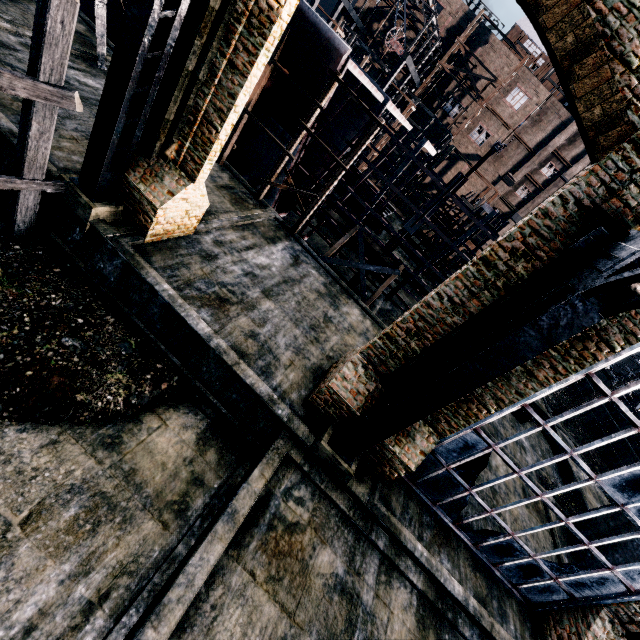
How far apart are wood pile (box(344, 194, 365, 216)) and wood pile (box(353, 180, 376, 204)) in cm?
34

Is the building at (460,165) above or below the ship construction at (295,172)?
above

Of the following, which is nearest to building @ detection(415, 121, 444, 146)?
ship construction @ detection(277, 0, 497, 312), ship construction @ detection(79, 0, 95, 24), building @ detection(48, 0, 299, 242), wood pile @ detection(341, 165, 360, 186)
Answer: wood pile @ detection(341, 165, 360, 186)

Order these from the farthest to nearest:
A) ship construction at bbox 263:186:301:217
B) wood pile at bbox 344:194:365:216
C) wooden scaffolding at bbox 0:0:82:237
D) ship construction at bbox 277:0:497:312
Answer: wood pile at bbox 344:194:365:216 → ship construction at bbox 263:186:301:217 → ship construction at bbox 277:0:497:312 → wooden scaffolding at bbox 0:0:82:237

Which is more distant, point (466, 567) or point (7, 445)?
point (466, 567)

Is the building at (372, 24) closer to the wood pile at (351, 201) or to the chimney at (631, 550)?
the wood pile at (351, 201)

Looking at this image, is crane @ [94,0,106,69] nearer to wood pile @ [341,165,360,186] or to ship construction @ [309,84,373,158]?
ship construction @ [309,84,373,158]
